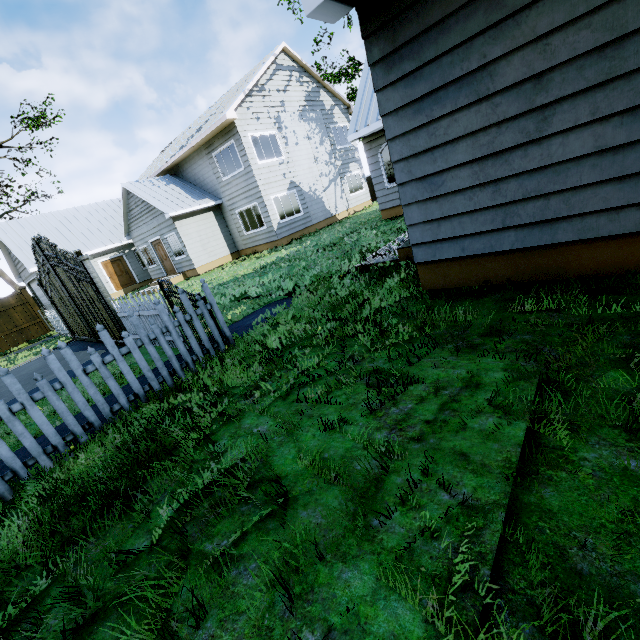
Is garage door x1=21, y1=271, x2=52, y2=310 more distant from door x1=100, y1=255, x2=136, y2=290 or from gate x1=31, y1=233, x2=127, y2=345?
gate x1=31, y1=233, x2=127, y2=345

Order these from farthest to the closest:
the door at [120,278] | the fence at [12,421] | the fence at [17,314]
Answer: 1. the door at [120,278]
2. the fence at [17,314]
3. the fence at [12,421]

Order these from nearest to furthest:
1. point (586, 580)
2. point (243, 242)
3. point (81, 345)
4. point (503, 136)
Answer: point (586, 580) < point (503, 136) < point (81, 345) < point (243, 242)

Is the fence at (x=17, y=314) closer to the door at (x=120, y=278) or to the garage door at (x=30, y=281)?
the garage door at (x=30, y=281)

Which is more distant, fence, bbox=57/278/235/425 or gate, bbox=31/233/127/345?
gate, bbox=31/233/127/345

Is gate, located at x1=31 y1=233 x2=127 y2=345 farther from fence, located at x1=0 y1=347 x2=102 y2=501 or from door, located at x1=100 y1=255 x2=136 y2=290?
door, located at x1=100 y1=255 x2=136 y2=290
